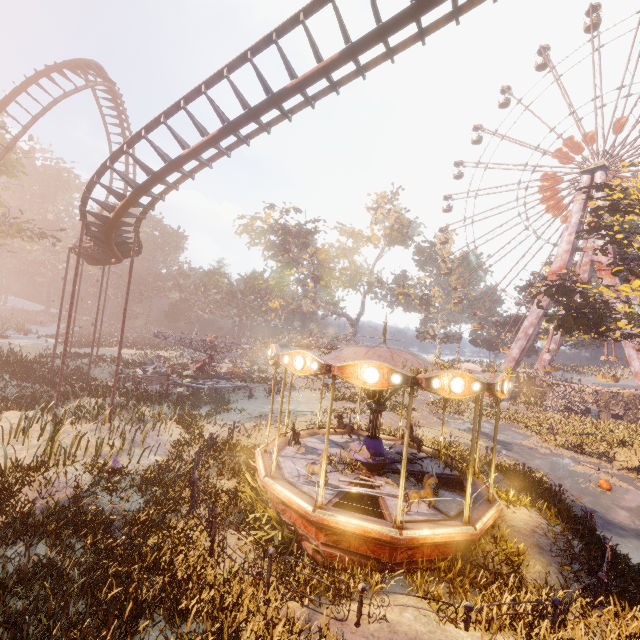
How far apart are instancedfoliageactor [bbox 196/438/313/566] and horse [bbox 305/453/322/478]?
1.1 meters

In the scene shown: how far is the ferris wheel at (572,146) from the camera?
38.4 meters

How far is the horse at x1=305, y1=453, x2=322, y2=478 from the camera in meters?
9.0

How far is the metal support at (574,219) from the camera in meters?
32.2 m

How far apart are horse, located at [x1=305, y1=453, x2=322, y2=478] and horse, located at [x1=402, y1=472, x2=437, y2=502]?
2.02m

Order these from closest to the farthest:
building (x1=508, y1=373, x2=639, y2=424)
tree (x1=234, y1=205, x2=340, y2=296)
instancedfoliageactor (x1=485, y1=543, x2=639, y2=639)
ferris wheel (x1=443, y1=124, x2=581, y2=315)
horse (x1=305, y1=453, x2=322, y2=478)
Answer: instancedfoliageactor (x1=485, y1=543, x2=639, y2=639) < horse (x1=305, y1=453, x2=322, y2=478) < building (x1=508, y1=373, x2=639, y2=424) < ferris wheel (x1=443, y1=124, x2=581, y2=315) < tree (x1=234, y1=205, x2=340, y2=296)

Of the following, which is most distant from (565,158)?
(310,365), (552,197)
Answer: (310,365)

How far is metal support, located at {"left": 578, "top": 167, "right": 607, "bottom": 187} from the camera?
34.4m
